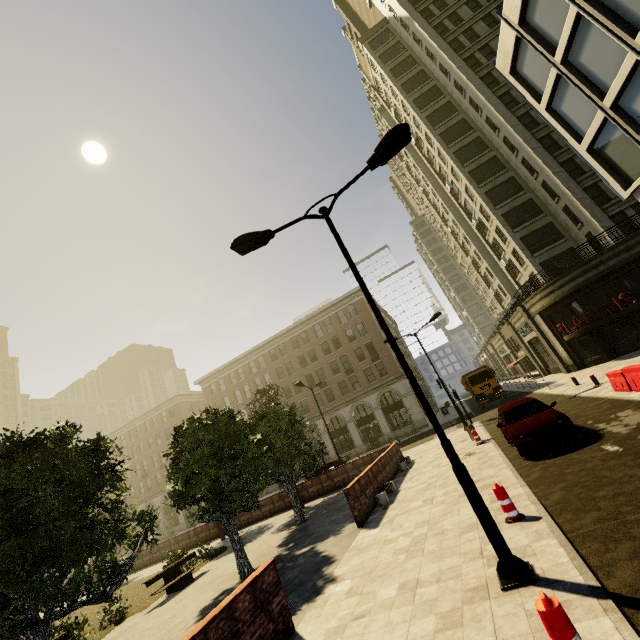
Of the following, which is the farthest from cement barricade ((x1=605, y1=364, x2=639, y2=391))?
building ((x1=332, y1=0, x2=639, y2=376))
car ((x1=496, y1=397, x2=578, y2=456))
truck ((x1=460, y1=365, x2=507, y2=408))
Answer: truck ((x1=460, y1=365, x2=507, y2=408))

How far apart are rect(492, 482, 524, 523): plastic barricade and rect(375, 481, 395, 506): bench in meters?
6.1

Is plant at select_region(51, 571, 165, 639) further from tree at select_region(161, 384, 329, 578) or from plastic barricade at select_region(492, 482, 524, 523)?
plastic barricade at select_region(492, 482, 524, 523)

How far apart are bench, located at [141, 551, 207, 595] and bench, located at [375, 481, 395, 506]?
8.8m

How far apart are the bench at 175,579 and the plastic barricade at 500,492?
13.3 meters

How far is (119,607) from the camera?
13.1m

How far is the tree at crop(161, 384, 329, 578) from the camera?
11.2 meters

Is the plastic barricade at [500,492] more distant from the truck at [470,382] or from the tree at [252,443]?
the truck at [470,382]
